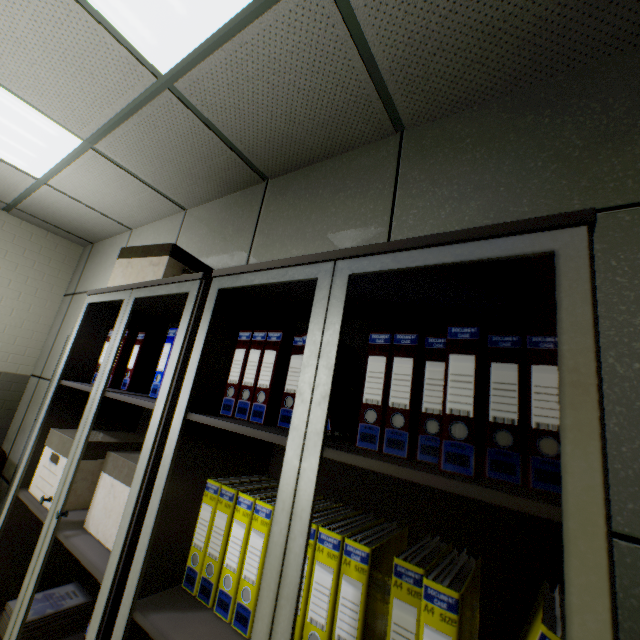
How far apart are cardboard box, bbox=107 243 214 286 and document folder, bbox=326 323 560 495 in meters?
1.3 m

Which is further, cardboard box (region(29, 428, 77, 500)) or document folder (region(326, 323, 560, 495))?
cardboard box (region(29, 428, 77, 500))

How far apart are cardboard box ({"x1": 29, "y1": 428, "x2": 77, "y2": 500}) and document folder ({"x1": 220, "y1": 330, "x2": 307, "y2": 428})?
0.8 meters

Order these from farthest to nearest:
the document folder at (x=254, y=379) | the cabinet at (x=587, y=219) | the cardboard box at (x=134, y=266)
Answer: the cardboard box at (x=134, y=266), the document folder at (x=254, y=379), the cabinet at (x=587, y=219)

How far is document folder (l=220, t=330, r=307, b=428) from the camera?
1.1 meters

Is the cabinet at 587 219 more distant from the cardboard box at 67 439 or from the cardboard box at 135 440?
the cardboard box at 67 439

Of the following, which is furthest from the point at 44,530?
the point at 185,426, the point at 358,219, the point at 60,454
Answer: the point at 358,219

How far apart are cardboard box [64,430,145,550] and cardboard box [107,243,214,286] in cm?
82
